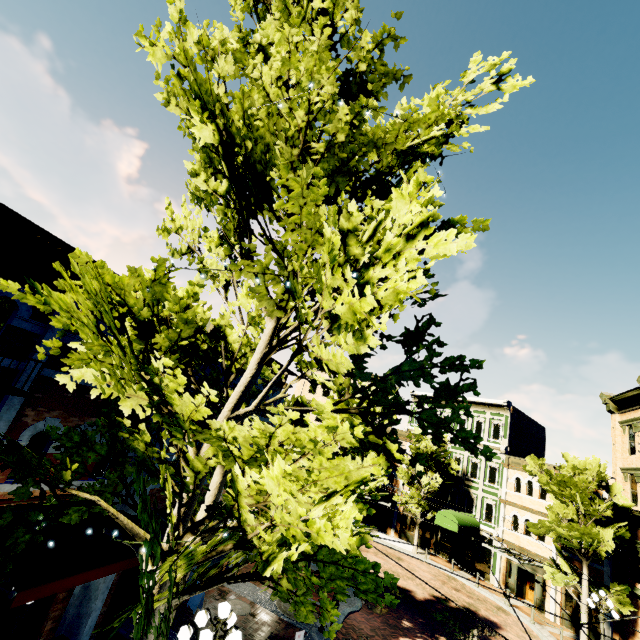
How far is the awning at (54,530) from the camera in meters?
7.3

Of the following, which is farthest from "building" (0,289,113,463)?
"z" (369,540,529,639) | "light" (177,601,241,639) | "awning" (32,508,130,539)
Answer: "awning" (32,508,130,539)

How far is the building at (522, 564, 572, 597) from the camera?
21.4m

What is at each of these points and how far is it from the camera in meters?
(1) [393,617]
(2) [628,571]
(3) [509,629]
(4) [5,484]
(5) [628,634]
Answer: (1) z, 15.7 m
(2) building, 19.2 m
(3) z, 18.3 m
(4) building, 6.9 m
(5) building, 18.2 m

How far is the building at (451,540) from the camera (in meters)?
25.95

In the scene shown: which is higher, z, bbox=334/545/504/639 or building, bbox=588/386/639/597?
building, bbox=588/386/639/597

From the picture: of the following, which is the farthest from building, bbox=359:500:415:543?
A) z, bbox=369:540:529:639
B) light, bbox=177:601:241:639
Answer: light, bbox=177:601:241:639
